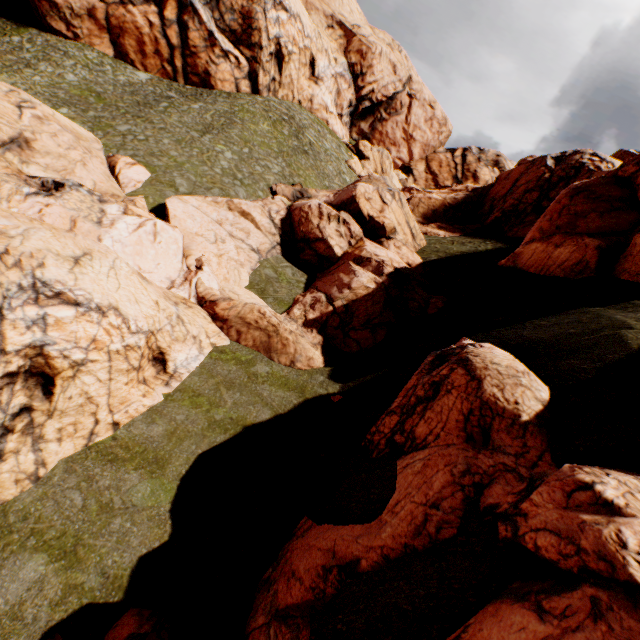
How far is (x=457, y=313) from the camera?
18.5m

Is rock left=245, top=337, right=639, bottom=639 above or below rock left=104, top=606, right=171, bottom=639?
above

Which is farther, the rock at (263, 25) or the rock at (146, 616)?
the rock at (263, 25)

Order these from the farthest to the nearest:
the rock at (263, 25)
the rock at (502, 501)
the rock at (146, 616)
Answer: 1. the rock at (263, 25)
2. the rock at (146, 616)
3. the rock at (502, 501)

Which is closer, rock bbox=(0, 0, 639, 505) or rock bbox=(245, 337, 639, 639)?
rock bbox=(245, 337, 639, 639)

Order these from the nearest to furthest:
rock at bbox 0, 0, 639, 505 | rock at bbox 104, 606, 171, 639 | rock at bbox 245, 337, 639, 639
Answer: rock at bbox 245, 337, 639, 639 → rock at bbox 104, 606, 171, 639 → rock at bbox 0, 0, 639, 505
